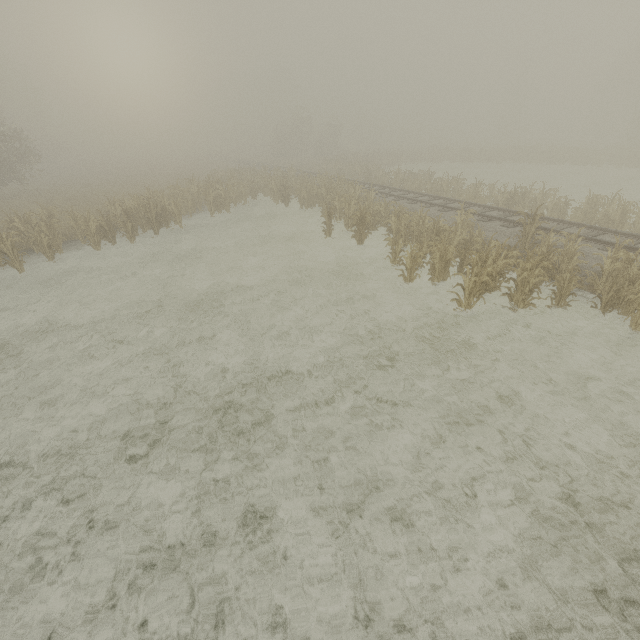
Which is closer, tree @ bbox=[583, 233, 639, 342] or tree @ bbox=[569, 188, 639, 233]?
tree @ bbox=[583, 233, 639, 342]

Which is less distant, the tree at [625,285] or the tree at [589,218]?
the tree at [625,285]

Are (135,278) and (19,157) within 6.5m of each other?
no
